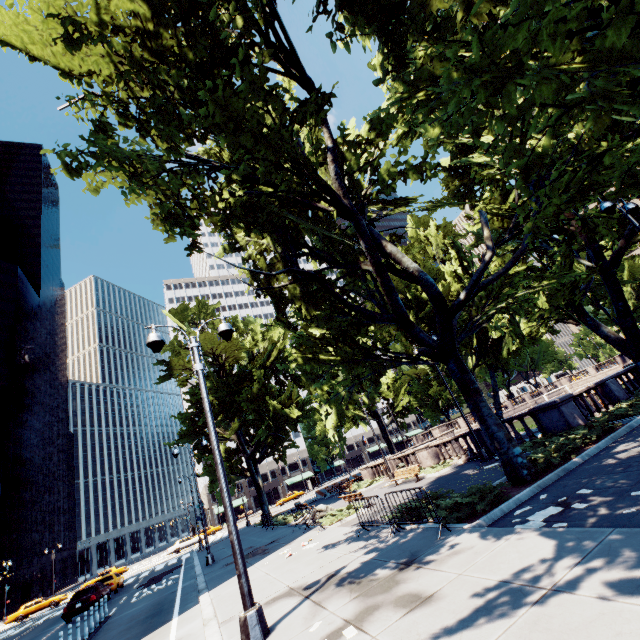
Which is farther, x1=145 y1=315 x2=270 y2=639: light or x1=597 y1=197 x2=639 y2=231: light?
x1=597 y1=197 x2=639 y2=231: light

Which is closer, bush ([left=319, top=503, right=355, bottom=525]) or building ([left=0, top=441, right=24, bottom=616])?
bush ([left=319, top=503, right=355, bottom=525])

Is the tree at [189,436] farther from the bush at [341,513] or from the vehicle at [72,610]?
the vehicle at [72,610]

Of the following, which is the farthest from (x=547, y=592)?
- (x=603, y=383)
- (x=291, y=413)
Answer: (x=291, y=413)

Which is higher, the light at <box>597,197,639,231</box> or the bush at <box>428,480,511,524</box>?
the light at <box>597,197,639,231</box>

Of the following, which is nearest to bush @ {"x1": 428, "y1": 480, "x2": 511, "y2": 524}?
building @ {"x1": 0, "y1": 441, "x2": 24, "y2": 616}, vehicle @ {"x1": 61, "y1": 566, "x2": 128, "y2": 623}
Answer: vehicle @ {"x1": 61, "y1": 566, "x2": 128, "y2": 623}

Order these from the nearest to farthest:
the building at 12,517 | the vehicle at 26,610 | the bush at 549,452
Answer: the bush at 549,452
the vehicle at 26,610
the building at 12,517

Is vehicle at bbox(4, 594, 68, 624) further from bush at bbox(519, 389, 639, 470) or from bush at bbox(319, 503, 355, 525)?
bush at bbox(519, 389, 639, 470)
